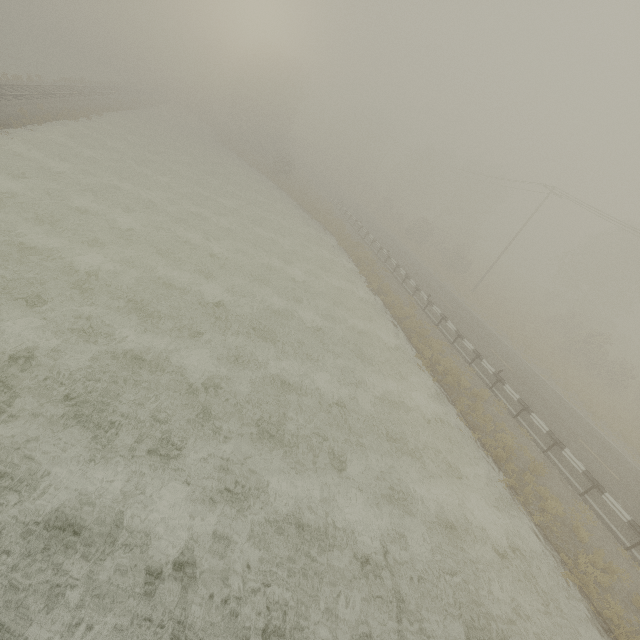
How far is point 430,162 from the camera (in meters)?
52.06
